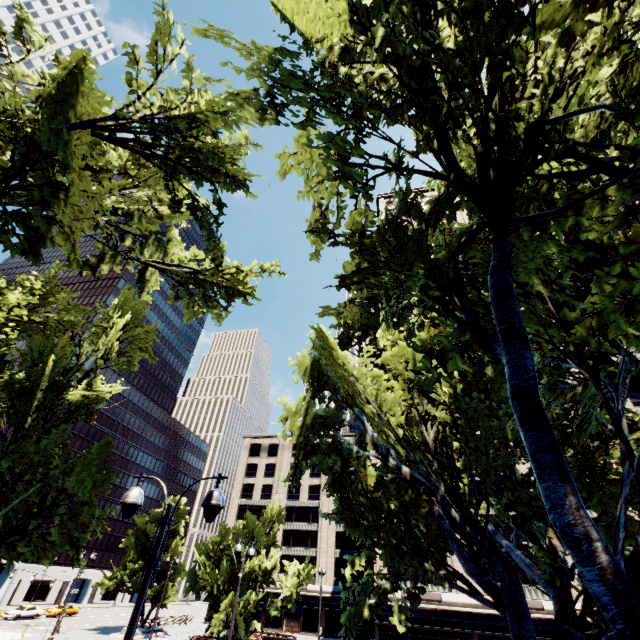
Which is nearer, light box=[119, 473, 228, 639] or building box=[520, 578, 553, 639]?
light box=[119, 473, 228, 639]

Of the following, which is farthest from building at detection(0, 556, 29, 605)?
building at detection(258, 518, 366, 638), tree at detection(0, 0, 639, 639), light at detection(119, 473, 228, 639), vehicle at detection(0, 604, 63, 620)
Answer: light at detection(119, 473, 228, 639)

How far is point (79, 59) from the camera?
9.5m

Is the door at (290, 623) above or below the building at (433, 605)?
below

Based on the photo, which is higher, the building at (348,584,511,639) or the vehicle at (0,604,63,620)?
the building at (348,584,511,639)

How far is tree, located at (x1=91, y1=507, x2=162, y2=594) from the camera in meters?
40.2

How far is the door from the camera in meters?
51.0 m

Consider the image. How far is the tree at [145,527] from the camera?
40.2 meters
